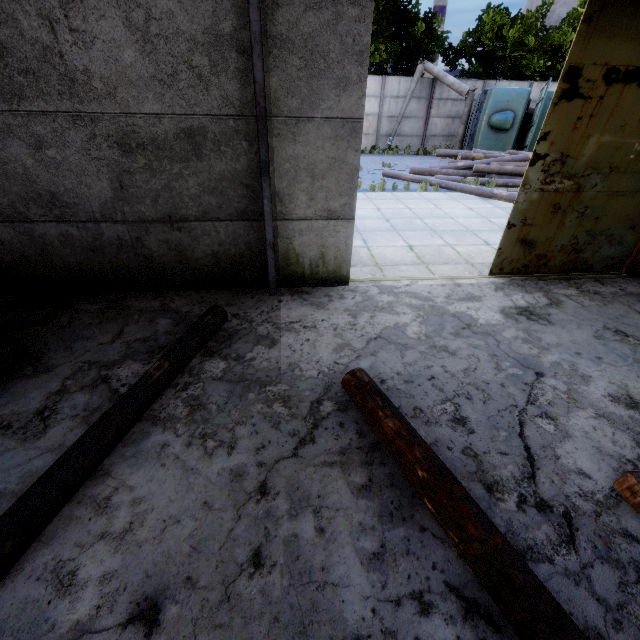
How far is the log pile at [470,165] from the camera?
12.96m

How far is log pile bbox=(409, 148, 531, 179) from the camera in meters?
13.0

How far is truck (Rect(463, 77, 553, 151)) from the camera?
15.2 meters

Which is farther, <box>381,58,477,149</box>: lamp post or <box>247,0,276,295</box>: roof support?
<box>381,58,477,149</box>: lamp post

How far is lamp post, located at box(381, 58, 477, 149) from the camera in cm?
1734

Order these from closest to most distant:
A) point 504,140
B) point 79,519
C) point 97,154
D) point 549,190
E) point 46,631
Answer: point 46,631 → point 79,519 → point 97,154 → point 549,190 → point 504,140

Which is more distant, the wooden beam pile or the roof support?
the roof support

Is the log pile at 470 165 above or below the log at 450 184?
above
